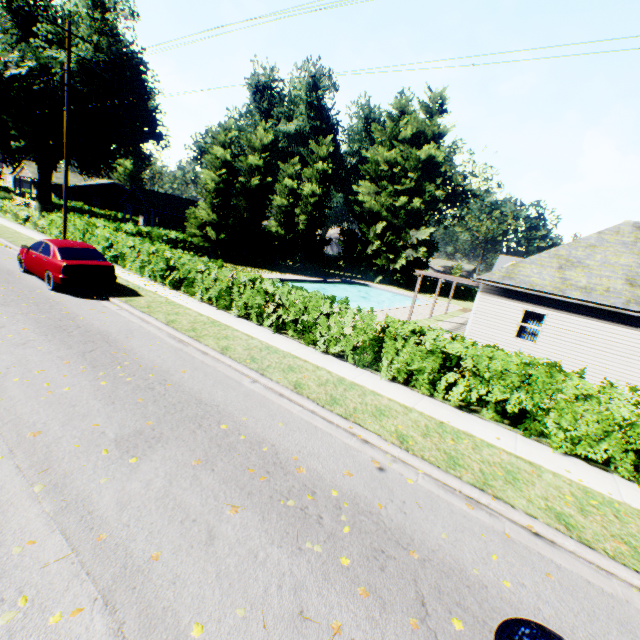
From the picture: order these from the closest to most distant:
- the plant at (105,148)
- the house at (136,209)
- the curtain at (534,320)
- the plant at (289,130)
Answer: the curtain at (534,320) < the plant at (105,148) < the house at (136,209) < the plant at (289,130)

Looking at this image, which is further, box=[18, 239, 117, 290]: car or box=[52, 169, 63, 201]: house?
box=[52, 169, 63, 201]: house

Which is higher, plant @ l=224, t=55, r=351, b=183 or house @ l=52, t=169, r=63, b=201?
plant @ l=224, t=55, r=351, b=183

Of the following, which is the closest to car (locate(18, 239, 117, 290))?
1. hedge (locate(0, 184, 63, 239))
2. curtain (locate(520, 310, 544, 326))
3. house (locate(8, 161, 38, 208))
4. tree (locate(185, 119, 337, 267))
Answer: hedge (locate(0, 184, 63, 239))

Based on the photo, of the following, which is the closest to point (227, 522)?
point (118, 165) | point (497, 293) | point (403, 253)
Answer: point (497, 293)

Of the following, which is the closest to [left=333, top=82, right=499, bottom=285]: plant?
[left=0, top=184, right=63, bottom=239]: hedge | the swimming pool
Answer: [left=0, top=184, right=63, bottom=239]: hedge

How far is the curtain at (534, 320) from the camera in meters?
15.2 m
